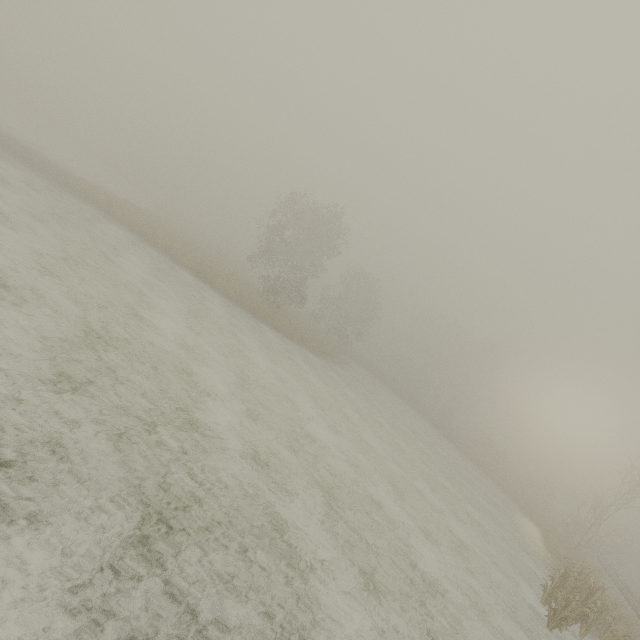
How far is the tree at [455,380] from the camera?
56.5 meters

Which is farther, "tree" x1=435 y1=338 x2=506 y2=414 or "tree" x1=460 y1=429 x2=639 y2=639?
"tree" x1=435 y1=338 x2=506 y2=414

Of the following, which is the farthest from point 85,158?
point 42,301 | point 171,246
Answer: point 42,301

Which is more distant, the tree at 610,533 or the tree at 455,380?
the tree at 455,380

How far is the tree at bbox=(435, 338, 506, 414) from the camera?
56.47m
